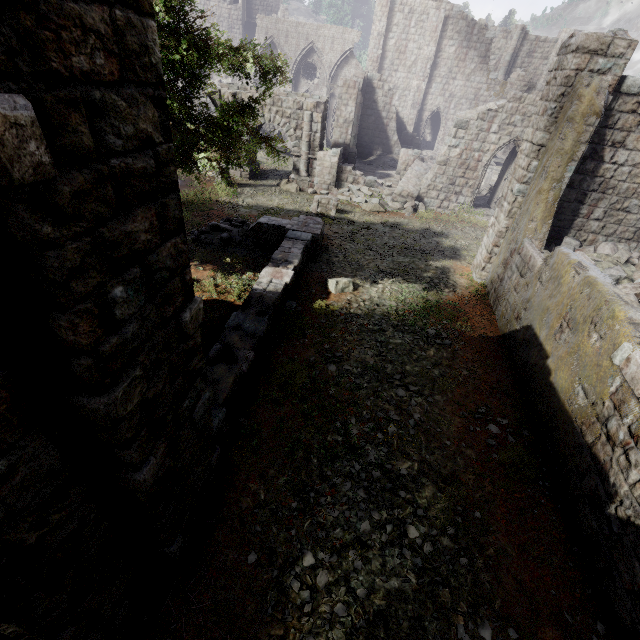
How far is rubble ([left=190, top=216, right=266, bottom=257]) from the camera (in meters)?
12.21

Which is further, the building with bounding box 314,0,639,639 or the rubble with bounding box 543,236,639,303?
the rubble with bounding box 543,236,639,303

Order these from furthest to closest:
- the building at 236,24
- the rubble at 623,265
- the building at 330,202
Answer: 1. the building at 236,24
2. the building at 330,202
3. the rubble at 623,265

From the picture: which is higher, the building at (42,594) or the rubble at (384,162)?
the building at (42,594)

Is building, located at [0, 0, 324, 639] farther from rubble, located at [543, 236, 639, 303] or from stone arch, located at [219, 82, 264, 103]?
stone arch, located at [219, 82, 264, 103]

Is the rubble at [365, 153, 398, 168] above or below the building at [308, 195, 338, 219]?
above

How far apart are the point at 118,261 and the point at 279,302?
6.7 meters

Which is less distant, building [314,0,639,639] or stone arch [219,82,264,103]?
building [314,0,639,639]
